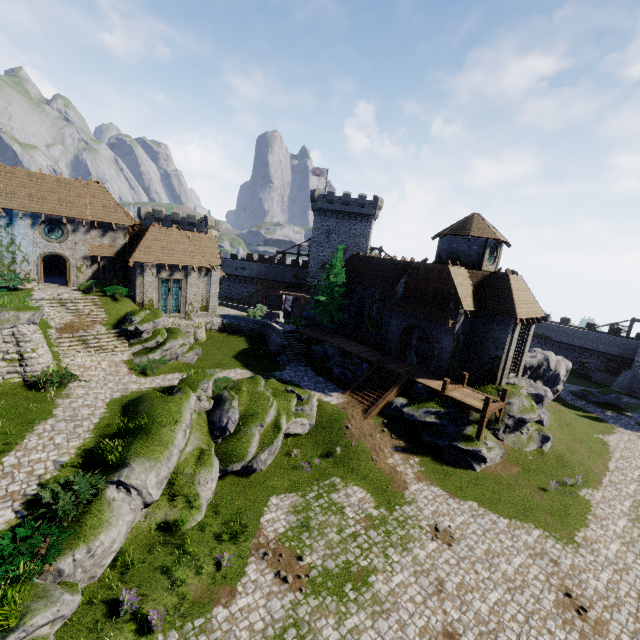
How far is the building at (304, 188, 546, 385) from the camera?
25.5 meters

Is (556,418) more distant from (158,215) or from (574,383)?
(158,215)

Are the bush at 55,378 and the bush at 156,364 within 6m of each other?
yes

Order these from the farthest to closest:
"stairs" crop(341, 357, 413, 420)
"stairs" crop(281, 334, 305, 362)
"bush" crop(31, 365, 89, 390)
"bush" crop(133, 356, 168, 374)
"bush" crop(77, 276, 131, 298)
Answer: "stairs" crop(281, 334, 305, 362) → "bush" crop(77, 276, 131, 298) → "stairs" crop(341, 357, 413, 420) → "bush" crop(133, 356, 168, 374) → "bush" crop(31, 365, 89, 390)

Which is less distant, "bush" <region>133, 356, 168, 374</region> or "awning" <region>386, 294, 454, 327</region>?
"bush" <region>133, 356, 168, 374</region>

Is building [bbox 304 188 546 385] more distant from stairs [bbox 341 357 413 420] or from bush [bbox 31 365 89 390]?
bush [bbox 31 365 89 390]

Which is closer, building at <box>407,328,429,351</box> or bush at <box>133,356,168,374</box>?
bush at <box>133,356,168,374</box>

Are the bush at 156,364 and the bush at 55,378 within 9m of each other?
yes
